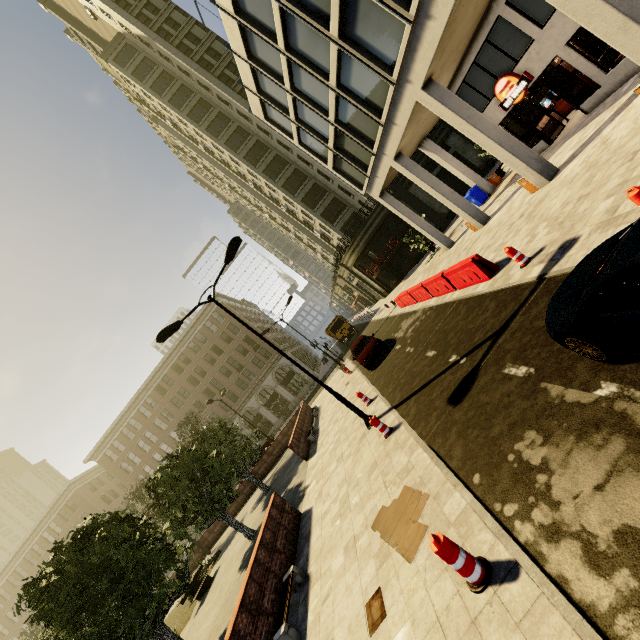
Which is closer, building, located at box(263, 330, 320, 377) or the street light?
the street light

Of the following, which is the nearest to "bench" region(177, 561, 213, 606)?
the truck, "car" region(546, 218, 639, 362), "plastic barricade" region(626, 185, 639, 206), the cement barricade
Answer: the cement barricade

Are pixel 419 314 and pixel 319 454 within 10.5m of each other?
yes

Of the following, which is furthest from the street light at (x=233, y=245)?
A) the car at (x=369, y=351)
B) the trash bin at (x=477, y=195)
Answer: the trash bin at (x=477, y=195)

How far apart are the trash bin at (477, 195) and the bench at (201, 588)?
27.8 meters

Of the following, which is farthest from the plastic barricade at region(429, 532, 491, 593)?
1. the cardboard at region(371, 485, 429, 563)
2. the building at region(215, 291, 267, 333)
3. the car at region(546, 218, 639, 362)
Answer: the building at region(215, 291, 267, 333)

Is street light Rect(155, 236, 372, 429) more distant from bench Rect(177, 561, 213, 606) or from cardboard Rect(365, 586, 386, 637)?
bench Rect(177, 561, 213, 606)

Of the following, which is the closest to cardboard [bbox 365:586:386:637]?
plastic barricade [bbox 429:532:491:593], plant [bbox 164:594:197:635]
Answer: plastic barricade [bbox 429:532:491:593]
